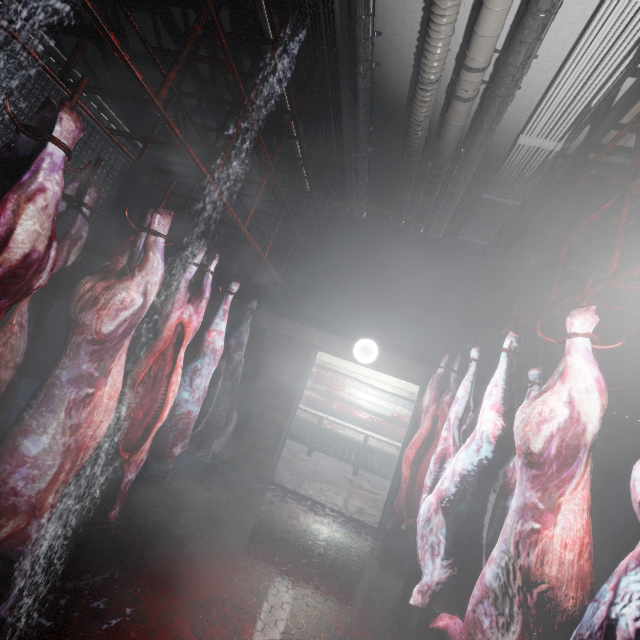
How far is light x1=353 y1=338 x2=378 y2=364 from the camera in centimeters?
405cm

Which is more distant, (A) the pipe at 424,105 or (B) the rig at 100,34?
(A) the pipe at 424,105

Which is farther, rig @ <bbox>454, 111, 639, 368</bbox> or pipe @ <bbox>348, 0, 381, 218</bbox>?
pipe @ <bbox>348, 0, 381, 218</bbox>

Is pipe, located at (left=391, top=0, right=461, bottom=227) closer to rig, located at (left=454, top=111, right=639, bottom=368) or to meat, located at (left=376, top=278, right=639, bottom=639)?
rig, located at (left=454, top=111, right=639, bottom=368)

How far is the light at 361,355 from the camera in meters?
4.1 m

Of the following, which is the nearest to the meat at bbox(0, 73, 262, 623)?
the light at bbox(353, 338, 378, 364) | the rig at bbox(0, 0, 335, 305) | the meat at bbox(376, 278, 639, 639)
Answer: the rig at bbox(0, 0, 335, 305)

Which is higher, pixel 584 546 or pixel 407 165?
pixel 407 165

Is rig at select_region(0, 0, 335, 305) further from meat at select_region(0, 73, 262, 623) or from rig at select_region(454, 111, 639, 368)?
rig at select_region(454, 111, 639, 368)
